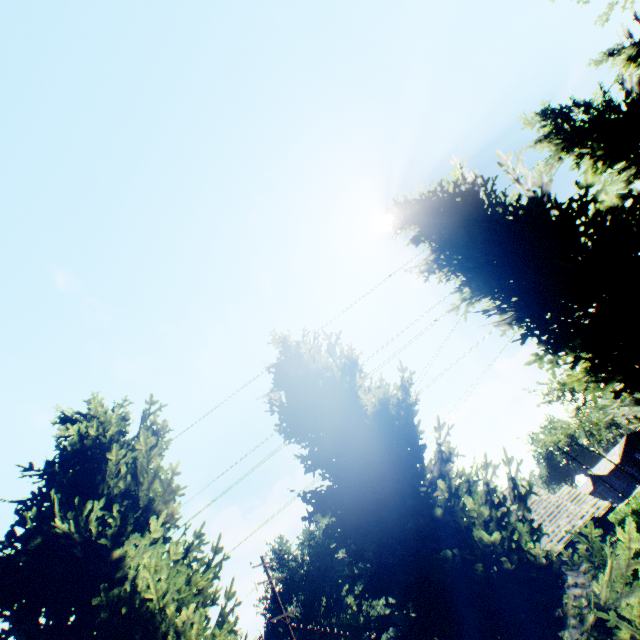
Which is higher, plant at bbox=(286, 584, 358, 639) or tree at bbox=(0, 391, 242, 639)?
plant at bbox=(286, 584, 358, 639)

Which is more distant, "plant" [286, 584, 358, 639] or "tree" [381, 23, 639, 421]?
"plant" [286, 584, 358, 639]

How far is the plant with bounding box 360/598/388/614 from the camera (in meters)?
54.26

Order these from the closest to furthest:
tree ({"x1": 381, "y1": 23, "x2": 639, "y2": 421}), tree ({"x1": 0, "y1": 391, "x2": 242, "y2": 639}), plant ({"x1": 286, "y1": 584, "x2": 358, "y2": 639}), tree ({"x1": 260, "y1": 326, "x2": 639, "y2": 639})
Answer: tree ({"x1": 260, "y1": 326, "x2": 639, "y2": 639}), tree ({"x1": 0, "y1": 391, "x2": 242, "y2": 639}), tree ({"x1": 381, "y1": 23, "x2": 639, "y2": 421}), plant ({"x1": 286, "y1": 584, "x2": 358, "y2": 639})

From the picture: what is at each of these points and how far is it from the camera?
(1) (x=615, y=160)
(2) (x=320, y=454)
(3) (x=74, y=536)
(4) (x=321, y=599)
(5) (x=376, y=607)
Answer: (1) tree, 8.9 meters
(2) tree, 5.4 meters
(3) tree, 5.4 meters
(4) plant, 59.2 meters
(5) plant, 55.3 meters

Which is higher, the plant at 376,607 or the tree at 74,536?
the plant at 376,607

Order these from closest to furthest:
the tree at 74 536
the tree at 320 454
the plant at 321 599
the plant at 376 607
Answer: the tree at 320 454 < the tree at 74 536 < the plant at 321 599 < the plant at 376 607
